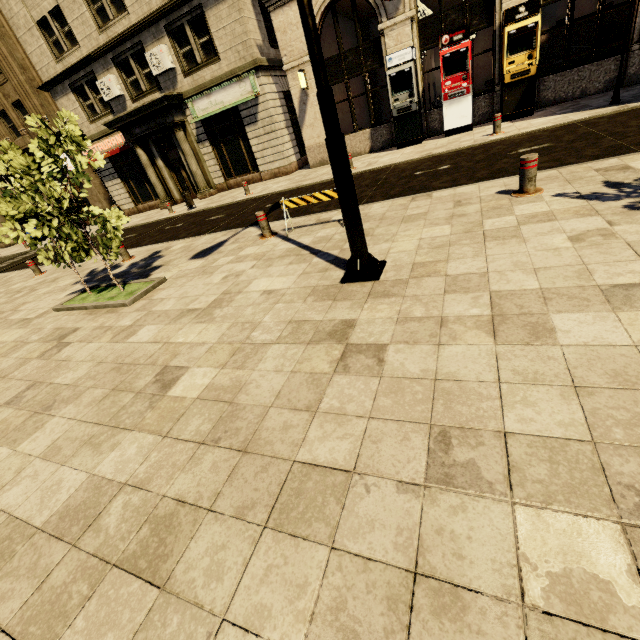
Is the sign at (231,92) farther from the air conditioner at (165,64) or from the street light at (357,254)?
the street light at (357,254)

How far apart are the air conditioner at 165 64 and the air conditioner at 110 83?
2.7 meters

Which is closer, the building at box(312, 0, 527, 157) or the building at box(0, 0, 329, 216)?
the building at box(312, 0, 527, 157)

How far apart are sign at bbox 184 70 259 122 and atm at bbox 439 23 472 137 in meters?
8.0

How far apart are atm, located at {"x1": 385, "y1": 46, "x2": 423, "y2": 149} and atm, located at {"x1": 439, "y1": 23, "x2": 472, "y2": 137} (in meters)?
0.80

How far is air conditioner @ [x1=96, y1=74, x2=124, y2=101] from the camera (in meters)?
17.08

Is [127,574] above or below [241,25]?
below

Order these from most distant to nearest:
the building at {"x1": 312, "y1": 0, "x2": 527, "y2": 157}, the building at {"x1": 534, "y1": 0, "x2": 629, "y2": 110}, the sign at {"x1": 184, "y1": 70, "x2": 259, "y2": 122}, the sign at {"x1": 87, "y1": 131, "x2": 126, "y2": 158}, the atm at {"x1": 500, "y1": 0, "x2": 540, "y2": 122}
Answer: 1. the sign at {"x1": 87, "y1": 131, "x2": 126, "y2": 158}
2. the sign at {"x1": 184, "y1": 70, "x2": 259, "y2": 122}
3. the building at {"x1": 312, "y1": 0, "x2": 527, "y2": 157}
4. the building at {"x1": 534, "y1": 0, "x2": 629, "y2": 110}
5. the atm at {"x1": 500, "y1": 0, "x2": 540, "y2": 122}
